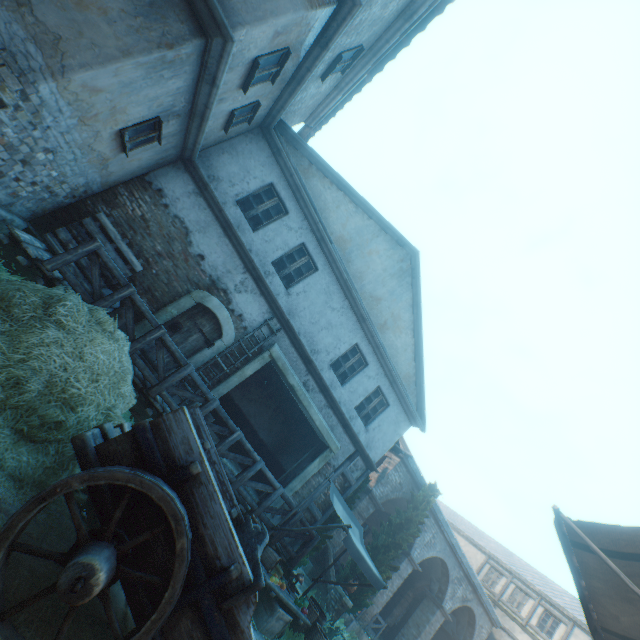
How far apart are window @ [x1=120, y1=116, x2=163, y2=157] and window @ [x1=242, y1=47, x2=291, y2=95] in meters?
1.7

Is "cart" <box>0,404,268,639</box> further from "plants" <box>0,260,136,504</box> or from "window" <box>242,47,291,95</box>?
"window" <box>242,47,291,95</box>

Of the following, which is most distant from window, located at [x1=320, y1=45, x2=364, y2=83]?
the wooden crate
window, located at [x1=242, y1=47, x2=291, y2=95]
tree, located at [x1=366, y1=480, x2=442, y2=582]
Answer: tree, located at [x1=366, y1=480, x2=442, y2=582]

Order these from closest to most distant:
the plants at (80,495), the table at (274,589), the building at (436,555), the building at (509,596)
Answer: the plants at (80,495), the table at (274,589), the building at (436,555), the building at (509,596)

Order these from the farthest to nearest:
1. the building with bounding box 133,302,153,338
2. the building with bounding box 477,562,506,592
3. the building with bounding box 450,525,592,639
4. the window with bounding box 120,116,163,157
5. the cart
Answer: the building with bounding box 477,562,506,592 → the building with bounding box 450,525,592,639 → the building with bounding box 133,302,153,338 → the window with bounding box 120,116,163,157 → the cart

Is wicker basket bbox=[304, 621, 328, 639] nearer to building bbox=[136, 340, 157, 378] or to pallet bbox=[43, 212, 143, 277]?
building bbox=[136, 340, 157, 378]

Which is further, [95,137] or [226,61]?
[95,137]

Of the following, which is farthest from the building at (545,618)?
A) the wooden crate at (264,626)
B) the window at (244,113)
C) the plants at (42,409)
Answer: the window at (244,113)
